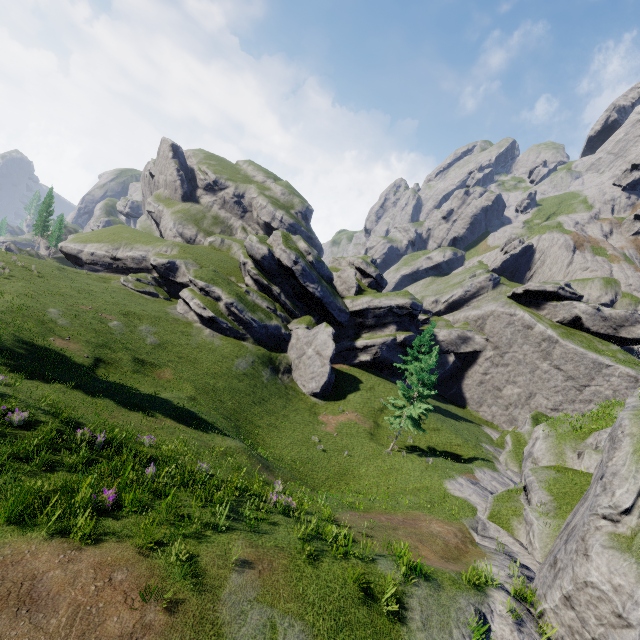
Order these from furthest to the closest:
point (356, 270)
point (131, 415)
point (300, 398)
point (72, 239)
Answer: point (356, 270) < point (72, 239) < point (300, 398) < point (131, 415)

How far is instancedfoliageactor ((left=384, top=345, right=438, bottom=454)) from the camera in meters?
28.8 m

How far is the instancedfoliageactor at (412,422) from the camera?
28.81m
